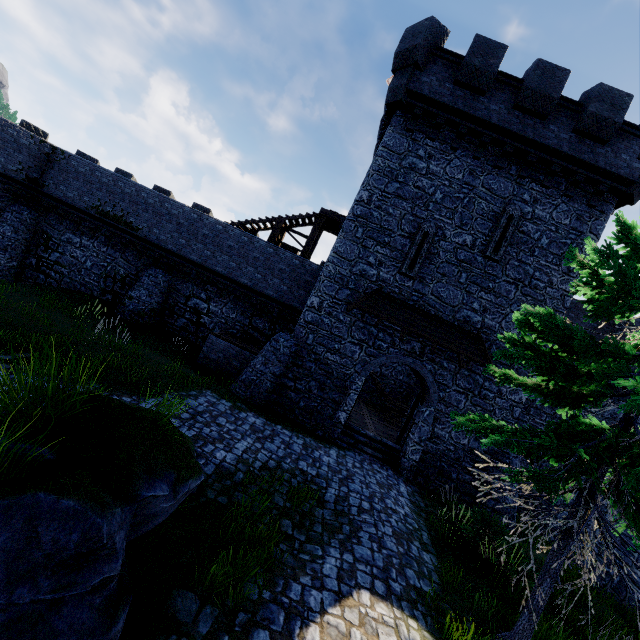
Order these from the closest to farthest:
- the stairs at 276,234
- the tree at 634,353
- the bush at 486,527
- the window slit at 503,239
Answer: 1. the tree at 634,353
2. the bush at 486,527
3. the window slit at 503,239
4. the stairs at 276,234

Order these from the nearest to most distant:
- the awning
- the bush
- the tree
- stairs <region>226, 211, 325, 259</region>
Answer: the tree, the bush, the awning, stairs <region>226, 211, 325, 259</region>

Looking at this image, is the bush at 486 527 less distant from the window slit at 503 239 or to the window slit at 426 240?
the window slit at 426 240

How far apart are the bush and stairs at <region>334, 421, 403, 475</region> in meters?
2.9 m

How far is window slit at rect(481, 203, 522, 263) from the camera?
13.1 meters

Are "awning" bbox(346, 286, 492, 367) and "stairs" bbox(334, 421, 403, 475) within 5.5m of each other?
yes

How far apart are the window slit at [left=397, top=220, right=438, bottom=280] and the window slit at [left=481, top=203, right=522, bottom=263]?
1.90m

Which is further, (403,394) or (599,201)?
(403,394)
